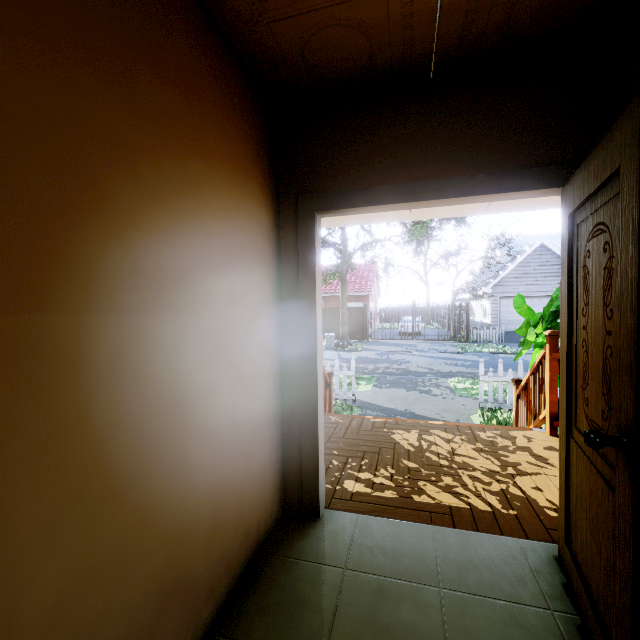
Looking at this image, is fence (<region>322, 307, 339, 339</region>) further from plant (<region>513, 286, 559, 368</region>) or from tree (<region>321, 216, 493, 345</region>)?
plant (<region>513, 286, 559, 368</region>)

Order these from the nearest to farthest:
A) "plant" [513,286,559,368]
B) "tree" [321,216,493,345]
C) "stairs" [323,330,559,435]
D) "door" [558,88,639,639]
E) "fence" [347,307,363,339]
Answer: "door" [558,88,639,639] → "stairs" [323,330,559,435] → "plant" [513,286,559,368] → "tree" [321,216,493,345] → "fence" [347,307,363,339]

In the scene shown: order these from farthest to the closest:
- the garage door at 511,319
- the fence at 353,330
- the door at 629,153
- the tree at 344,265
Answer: the fence at 353,330, the garage door at 511,319, the tree at 344,265, the door at 629,153

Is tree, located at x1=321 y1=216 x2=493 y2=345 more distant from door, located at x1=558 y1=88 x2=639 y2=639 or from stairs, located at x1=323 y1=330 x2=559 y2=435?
door, located at x1=558 y1=88 x2=639 y2=639

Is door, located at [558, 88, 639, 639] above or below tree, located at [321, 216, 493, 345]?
below

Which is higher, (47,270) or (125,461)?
(47,270)

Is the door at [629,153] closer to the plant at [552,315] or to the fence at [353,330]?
the plant at [552,315]

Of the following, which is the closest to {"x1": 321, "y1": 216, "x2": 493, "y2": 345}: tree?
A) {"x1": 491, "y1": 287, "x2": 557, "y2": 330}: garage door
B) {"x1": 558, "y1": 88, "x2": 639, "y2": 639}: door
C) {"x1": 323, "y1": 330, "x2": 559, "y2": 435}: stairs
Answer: {"x1": 491, "y1": 287, "x2": 557, "y2": 330}: garage door
